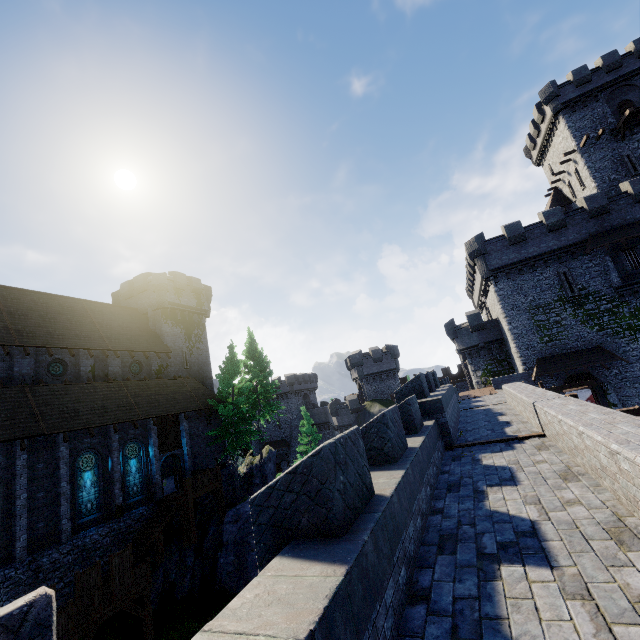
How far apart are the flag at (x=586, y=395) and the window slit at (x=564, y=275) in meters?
11.9

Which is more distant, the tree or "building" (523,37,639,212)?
"building" (523,37,639,212)

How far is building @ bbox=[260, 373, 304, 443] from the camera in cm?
5694

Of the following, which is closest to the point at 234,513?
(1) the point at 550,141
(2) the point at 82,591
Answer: (2) the point at 82,591

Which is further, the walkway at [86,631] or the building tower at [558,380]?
the building tower at [558,380]

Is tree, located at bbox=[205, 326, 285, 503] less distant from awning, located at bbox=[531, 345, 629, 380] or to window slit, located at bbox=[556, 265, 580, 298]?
awning, located at bbox=[531, 345, 629, 380]

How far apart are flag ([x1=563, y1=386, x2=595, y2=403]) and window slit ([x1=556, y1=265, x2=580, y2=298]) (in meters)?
11.93

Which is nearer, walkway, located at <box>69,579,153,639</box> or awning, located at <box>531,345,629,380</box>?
walkway, located at <box>69,579,153,639</box>
